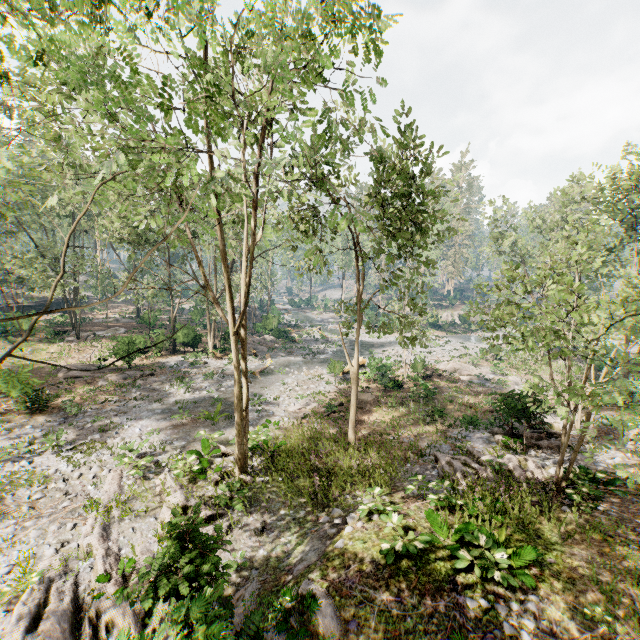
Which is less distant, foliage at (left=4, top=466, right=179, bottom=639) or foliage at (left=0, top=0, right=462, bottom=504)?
foliage at (left=0, top=0, right=462, bottom=504)

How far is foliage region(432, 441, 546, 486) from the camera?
12.75m

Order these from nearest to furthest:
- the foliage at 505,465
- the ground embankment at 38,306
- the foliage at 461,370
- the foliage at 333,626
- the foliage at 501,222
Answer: the foliage at 333,626 < the foliage at 505,465 < the foliage at 461,370 < the foliage at 501,222 < the ground embankment at 38,306

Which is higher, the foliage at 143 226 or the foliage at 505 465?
the foliage at 143 226

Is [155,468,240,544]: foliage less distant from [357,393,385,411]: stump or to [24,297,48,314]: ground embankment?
[24,297,48,314]: ground embankment

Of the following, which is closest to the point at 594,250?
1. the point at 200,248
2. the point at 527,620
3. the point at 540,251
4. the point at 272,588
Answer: the point at 540,251

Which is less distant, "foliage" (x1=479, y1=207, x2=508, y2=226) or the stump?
the stump

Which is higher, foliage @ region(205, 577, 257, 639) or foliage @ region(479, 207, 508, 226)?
foliage @ region(479, 207, 508, 226)
